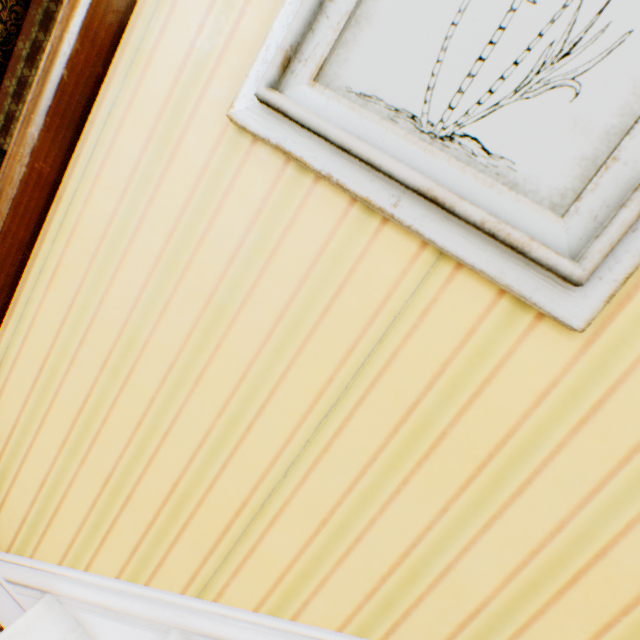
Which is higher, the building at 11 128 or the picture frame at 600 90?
the picture frame at 600 90

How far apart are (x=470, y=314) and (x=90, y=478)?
1.01m

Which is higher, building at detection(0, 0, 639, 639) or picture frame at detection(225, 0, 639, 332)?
picture frame at detection(225, 0, 639, 332)
